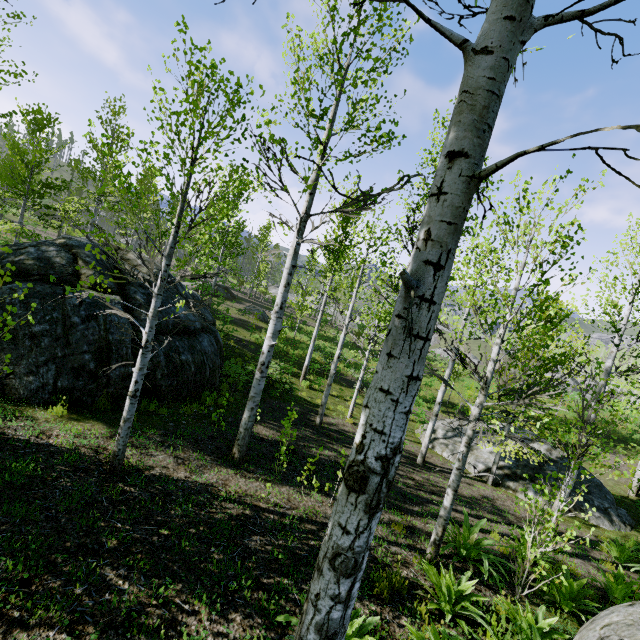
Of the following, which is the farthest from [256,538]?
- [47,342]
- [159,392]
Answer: [47,342]

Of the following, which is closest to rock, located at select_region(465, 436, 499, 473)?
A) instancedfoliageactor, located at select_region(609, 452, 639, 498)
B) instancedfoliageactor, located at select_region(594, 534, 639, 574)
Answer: instancedfoliageactor, located at select_region(594, 534, 639, 574)

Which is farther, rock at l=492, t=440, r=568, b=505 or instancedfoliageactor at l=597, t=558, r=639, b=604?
rock at l=492, t=440, r=568, b=505

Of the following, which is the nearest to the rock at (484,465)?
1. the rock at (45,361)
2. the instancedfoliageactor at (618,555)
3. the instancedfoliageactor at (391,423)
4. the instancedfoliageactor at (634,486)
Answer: the instancedfoliageactor at (618,555)

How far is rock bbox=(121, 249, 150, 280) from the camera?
11.2m

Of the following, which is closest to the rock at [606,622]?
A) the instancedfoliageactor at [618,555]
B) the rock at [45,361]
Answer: the instancedfoliageactor at [618,555]

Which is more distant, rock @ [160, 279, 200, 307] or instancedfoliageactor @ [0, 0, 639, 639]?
rock @ [160, 279, 200, 307]

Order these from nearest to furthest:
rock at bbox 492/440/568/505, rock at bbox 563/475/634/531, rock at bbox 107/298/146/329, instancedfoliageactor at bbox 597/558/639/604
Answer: instancedfoliageactor at bbox 597/558/639/604 → rock at bbox 107/298/146/329 → rock at bbox 563/475/634/531 → rock at bbox 492/440/568/505
